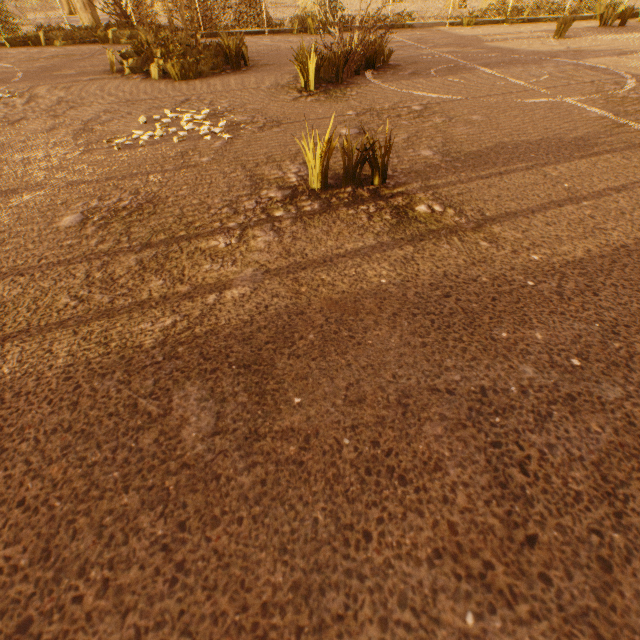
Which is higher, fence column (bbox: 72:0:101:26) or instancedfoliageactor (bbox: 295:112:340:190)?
fence column (bbox: 72:0:101:26)

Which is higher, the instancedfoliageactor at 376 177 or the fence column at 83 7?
the fence column at 83 7

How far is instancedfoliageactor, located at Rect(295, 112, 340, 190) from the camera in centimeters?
205cm

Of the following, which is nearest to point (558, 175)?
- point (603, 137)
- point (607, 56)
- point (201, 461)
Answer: point (603, 137)

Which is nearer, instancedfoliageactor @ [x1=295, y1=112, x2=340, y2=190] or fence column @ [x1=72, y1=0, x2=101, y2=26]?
instancedfoliageactor @ [x1=295, y1=112, x2=340, y2=190]
